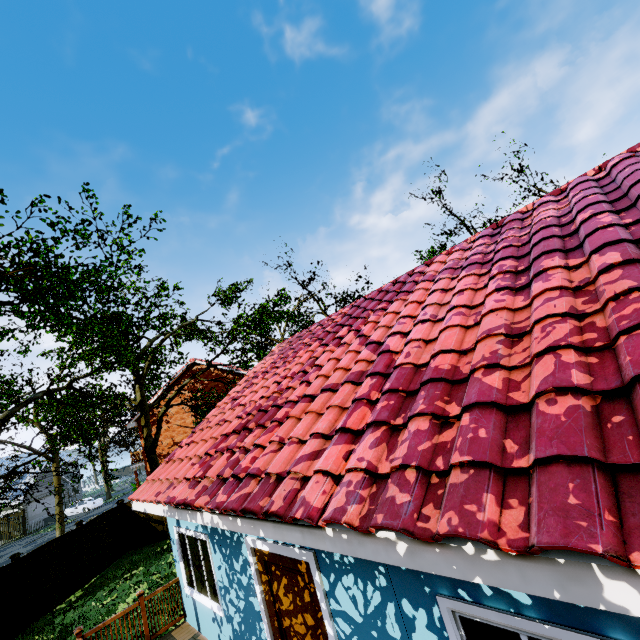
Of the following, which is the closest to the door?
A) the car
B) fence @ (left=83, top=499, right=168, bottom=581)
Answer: fence @ (left=83, top=499, right=168, bottom=581)

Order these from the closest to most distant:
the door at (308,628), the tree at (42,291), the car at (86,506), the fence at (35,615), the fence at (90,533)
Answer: the door at (308,628) < the tree at (42,291) < the fence at (35,615) < the fence at (90,533) < the car at (86,506)

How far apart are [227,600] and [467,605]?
5.1m

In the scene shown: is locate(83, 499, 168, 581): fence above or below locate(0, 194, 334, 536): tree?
below

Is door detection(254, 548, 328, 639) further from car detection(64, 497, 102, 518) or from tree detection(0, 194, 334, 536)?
car detection(64, 497, 102, 518)

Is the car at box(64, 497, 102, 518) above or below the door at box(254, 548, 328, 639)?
below

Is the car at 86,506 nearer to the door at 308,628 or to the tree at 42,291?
the tree at 42,291

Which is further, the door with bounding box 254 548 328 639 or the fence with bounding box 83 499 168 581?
the fence with bounding box 83 499 168 581
